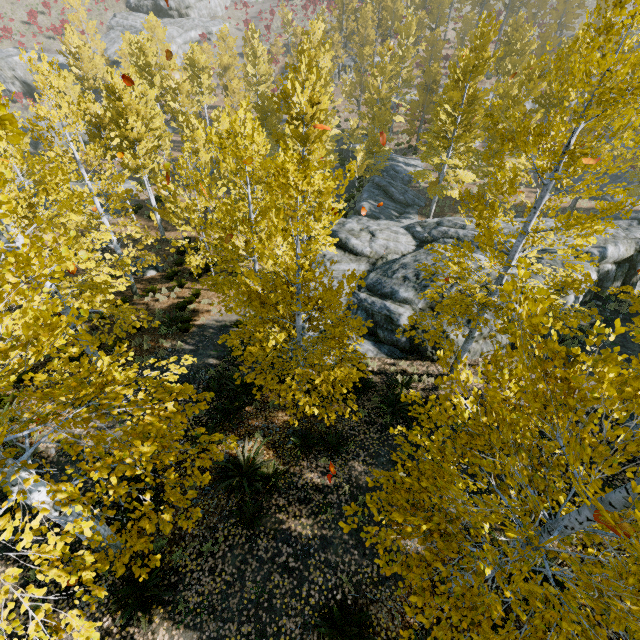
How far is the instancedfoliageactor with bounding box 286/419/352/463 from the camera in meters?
8.6 m

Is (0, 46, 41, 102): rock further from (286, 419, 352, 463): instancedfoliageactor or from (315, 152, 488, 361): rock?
(315, 152, 488, 361): rock

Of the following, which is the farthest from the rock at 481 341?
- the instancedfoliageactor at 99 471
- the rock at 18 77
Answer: the rock at 18 77

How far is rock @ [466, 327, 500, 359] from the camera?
11.4 meters

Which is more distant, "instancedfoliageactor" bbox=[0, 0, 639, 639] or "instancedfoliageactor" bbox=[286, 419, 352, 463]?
"instancedfoliageactor" bbox=[286, 419, 352, 463]

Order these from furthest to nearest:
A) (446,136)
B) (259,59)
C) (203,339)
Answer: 1. (259,59)
2. (446,136)
3. (203,339)
